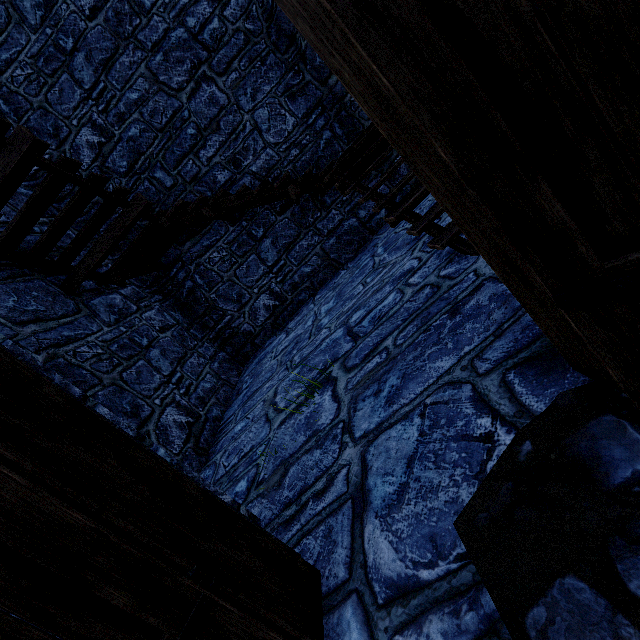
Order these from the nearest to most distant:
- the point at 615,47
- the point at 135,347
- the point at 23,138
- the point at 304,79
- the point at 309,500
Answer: the point at 615,47 < the point at 309,500 < the point at 23,138 < the point at 135,347 < the point at 304,79
